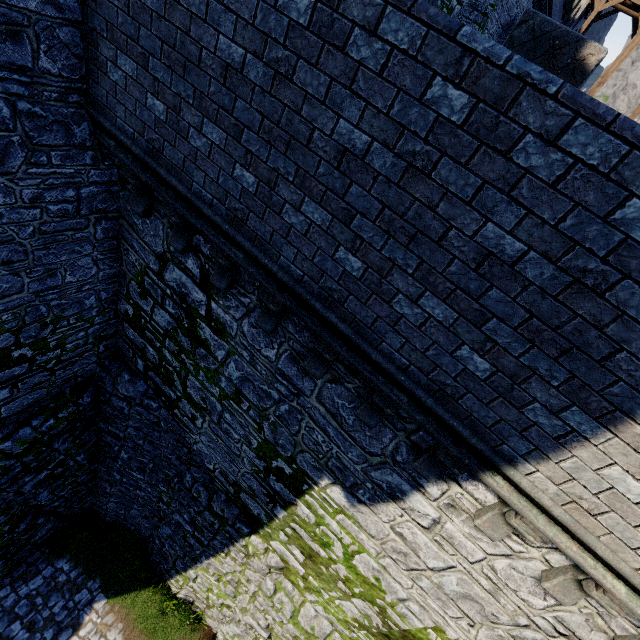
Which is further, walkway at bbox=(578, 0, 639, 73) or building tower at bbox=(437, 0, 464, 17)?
walkway at bbox=(578, 0, 639, 73)

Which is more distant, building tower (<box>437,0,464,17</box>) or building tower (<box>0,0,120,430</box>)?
building tower (<box>437,0,464,17</box>)

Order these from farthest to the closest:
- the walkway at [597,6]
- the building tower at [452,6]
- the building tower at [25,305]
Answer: the walkway at [597,6]
the building tower at [452,6]
the building tower at [25,305]

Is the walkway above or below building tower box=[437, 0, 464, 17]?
above

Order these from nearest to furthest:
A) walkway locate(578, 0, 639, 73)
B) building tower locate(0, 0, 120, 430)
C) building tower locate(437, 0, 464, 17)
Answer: building tower locate(0, 0, 120, 430) < building tower locate(437, 0, 464, 17) < walkway locate(578, 0, 639, 73)

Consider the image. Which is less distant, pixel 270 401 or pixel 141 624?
pixel 270 401

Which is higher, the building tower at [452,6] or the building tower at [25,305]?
the building tower at [452,6]
